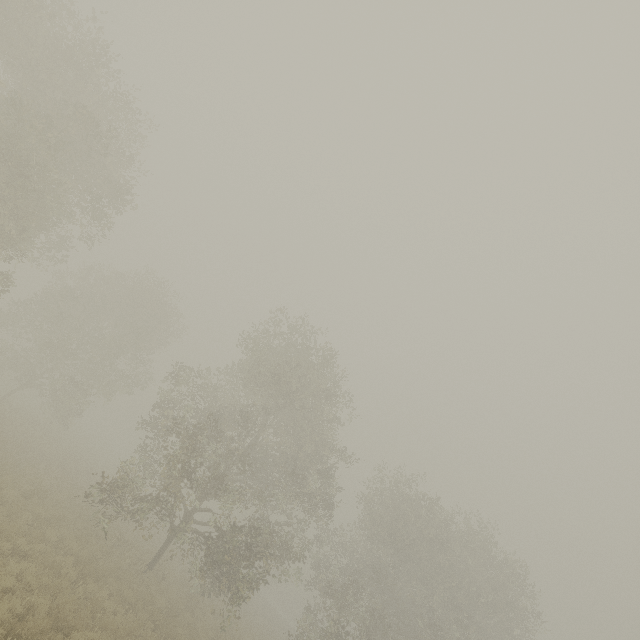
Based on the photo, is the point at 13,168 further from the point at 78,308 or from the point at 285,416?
the point at 78,308
